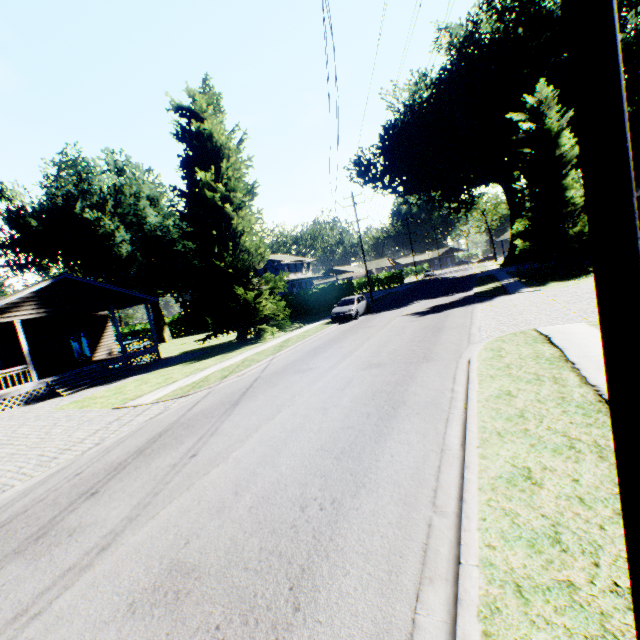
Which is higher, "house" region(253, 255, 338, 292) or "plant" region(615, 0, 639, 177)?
"plant" region(615, 0, 639, 177)

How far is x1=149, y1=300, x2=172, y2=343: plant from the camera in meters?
40.5 m

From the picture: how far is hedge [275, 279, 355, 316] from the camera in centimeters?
3553cm

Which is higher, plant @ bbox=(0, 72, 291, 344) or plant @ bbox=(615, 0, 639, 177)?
plant @ bbox=(615, 0, 639, 177)

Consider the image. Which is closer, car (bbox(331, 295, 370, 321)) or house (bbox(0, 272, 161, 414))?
house (bbox(0, 272, 161, 414))

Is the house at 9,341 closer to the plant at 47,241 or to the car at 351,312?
the plant at 47,241

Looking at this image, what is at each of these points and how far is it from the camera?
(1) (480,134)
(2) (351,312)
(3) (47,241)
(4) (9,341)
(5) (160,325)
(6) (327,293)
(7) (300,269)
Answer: (1) plant, 40.6 meters
(2) car, 23.0 meters
(3) plant, 33.2 meters
(4) house, 20.3 meters
(5) plant, 40.6 meters
(6) hedge, 36.1 meters
(7) house, 57.2 meters

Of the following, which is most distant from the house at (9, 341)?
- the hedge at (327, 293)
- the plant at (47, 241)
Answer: the hedge at (327, 293)
